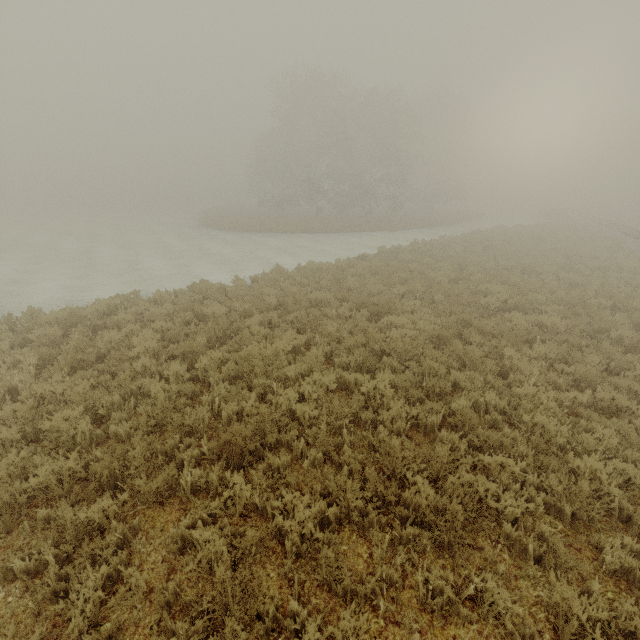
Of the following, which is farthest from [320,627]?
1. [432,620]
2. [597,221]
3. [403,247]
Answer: [597,221]
